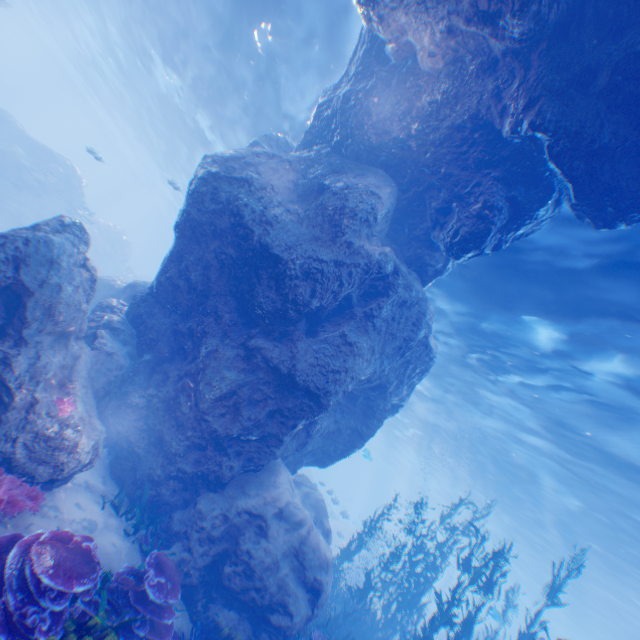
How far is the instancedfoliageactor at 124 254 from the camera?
23.83m

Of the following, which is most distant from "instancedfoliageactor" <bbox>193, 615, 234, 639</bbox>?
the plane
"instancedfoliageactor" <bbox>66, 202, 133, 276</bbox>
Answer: "instancedfoliageactor" <bbox>66, 202, 133, 276</bbox>

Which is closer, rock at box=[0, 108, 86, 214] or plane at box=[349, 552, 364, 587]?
rock at box=[0, 108, 86, 214]

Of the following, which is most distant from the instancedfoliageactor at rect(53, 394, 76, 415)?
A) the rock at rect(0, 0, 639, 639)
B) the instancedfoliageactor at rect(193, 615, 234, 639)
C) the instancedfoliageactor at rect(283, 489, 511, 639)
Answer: the instancedfoliageactor at rect(283, 489, 511, 639)

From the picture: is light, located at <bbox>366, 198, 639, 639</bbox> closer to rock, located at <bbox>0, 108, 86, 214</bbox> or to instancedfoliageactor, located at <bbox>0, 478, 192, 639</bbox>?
rock, located at <bbox>0, 108, 86, 214</bbox>

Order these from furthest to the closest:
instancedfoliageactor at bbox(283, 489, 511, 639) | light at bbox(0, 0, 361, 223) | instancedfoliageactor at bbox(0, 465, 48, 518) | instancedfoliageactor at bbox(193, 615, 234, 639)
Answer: light at bbox(0, 0, 361, 223) → instancedfoliageactor at bbox(283, 489, 511, 639) → instancedfoliageactor at bbox(193, 615, 234, 639) → instancedfoliageactor at bbox(0, 465, 48, 518)

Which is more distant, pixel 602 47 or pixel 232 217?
pixel 232 217

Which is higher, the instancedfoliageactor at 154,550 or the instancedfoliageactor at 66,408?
the instancedfoliageactor at 66,408
